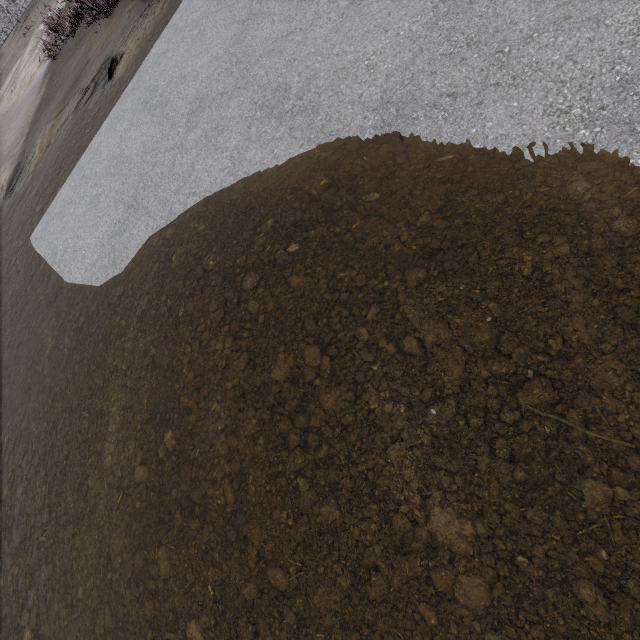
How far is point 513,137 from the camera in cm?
323
